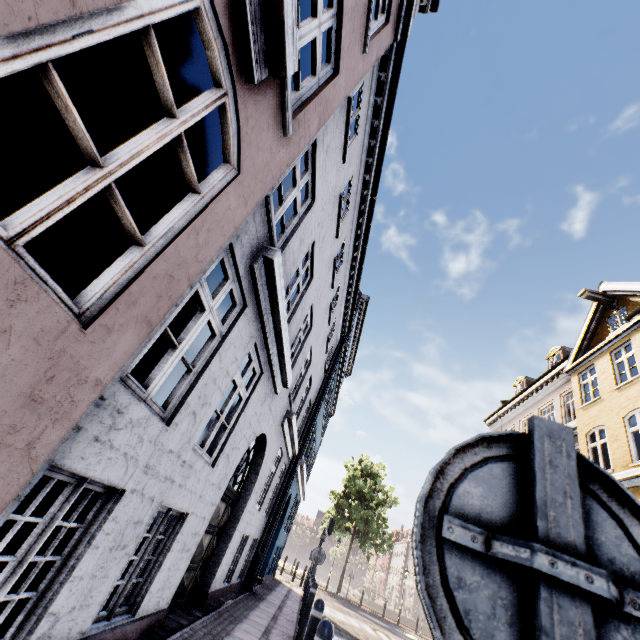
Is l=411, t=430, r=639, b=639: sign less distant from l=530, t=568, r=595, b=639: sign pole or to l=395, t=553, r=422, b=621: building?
l=530, t=568, r=595, b=639: sign pole

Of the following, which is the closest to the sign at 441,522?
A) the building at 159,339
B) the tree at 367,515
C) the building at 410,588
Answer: the building at 159,339

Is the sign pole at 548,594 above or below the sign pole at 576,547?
below

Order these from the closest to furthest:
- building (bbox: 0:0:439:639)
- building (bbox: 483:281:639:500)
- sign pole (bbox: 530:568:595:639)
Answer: sign pole (bbox: 530:568:595:639) < building (bbox: 0:0:439:639) < building (bbox: 483:281:639:500)

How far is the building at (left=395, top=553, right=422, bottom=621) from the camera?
50.7m

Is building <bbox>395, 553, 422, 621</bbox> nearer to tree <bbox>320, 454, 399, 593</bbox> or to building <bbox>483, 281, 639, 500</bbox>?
tree <bbox>320, 454, 399, 593</bbox>

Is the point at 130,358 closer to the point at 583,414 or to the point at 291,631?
the point at 291,631

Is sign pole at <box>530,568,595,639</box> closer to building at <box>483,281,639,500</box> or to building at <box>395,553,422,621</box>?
building at <box>483,281,639,500</box>
